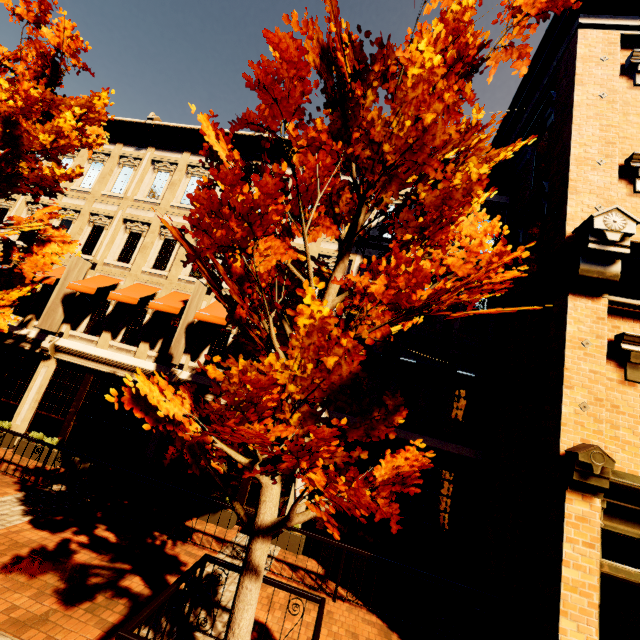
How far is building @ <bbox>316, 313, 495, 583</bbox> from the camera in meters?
8.8 m

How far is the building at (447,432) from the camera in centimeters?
884cm

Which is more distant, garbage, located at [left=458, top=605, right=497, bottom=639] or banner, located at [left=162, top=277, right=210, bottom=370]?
banner, located at [left=162, top=277, right=210, bottom=370]

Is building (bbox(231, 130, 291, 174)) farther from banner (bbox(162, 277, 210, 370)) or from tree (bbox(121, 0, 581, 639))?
tree (bbox(121, 0, 581, 639))

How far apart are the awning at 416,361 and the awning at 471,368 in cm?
46

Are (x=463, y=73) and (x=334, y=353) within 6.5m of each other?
yes

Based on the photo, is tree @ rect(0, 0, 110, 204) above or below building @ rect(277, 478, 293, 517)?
above
